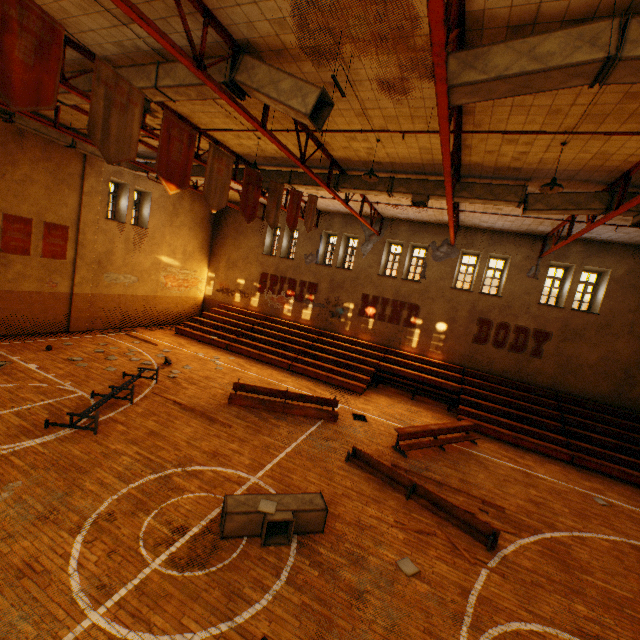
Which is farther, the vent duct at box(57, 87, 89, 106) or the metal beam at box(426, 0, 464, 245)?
the vent duct at box(57, 87, 89, 106)

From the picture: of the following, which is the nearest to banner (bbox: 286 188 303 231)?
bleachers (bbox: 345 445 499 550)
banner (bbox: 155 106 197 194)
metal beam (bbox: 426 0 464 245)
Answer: banner (bbox: 155 106 197 194)

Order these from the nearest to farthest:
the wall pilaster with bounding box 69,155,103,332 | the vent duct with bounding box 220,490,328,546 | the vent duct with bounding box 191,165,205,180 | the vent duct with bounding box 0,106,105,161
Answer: the vent duct with bounding box 220,490,328,546 < the vent duct with bounding box 0,106,105,161 < the vent duct with bounding box 191,165,205,180 < the wall pilaster with bounding box 69,155,103,332

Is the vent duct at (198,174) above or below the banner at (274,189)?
above

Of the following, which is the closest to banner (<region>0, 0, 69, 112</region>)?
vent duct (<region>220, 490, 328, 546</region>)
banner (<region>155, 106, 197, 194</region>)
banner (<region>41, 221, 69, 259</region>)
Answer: banner (<region>155, 106, 197, 194</region>)

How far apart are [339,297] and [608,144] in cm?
1376

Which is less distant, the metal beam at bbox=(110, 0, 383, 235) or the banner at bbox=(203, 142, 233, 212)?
the metal beam at bbox=(110, 0, 383, 235)

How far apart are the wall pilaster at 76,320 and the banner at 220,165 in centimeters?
1200cm
